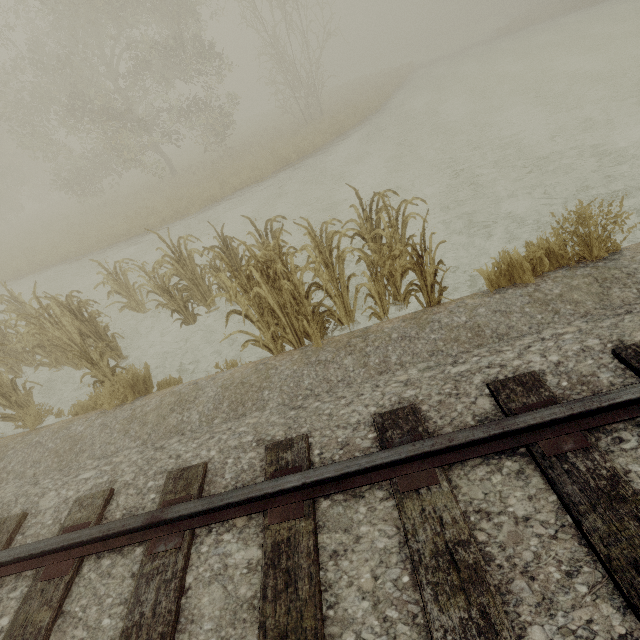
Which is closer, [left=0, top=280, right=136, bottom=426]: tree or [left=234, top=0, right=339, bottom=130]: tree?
[left=0, top=280, right=136, bottom=426]: tree

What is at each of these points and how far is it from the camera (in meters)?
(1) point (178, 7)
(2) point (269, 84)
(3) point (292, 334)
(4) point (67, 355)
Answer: (1) tree, 15.21
(2) tree, 20.52
(3) tree, 4.84
(4) tree, 4.92

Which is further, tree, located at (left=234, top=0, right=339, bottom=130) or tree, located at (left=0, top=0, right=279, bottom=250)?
tree, located at (left=234, top=0, right=339, bottom=130)

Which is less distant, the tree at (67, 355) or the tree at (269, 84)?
the tree at (67, 355)

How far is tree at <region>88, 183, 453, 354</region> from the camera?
4.2m

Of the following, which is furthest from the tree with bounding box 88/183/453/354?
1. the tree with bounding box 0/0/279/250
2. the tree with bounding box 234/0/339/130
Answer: the tree with bounding box 234/0/339/130
